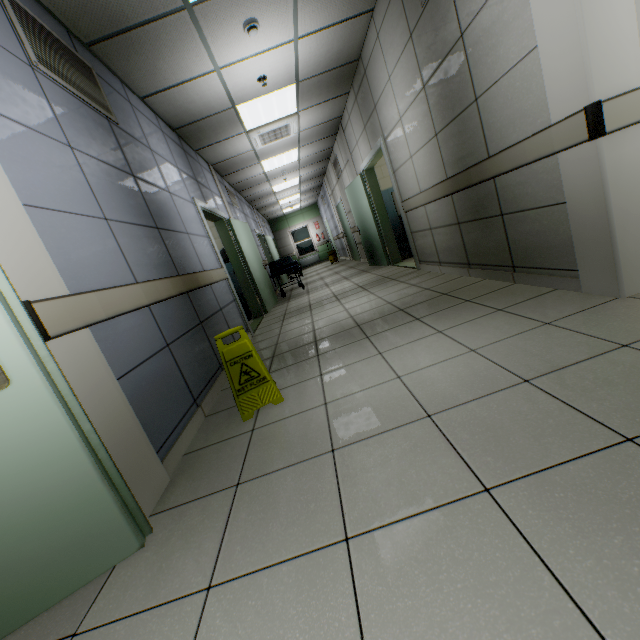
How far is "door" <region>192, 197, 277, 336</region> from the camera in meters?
4.9 m

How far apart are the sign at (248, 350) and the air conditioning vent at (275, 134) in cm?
500

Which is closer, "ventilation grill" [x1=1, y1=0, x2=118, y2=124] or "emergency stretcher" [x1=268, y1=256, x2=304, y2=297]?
"ventilation grill" [x1=1, y1=0, x2=118, y2=124]

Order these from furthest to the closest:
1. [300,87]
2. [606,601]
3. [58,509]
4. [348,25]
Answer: [300,87] → [348,25] → [58,509] → [606,601]

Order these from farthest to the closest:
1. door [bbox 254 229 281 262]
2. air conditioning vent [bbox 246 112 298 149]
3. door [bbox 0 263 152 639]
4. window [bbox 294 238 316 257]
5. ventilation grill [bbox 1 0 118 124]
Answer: window [bbox 294 238 316 257] < door [bbox 254 229 281 262] < air conditioning vent [bbox 246 112 298 149] < ventilation grill [bbox 1 0 118 124] < door [bbox 0 263 152 639]

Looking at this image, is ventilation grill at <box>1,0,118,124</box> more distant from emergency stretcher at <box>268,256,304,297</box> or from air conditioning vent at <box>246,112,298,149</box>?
emergency stretcher at <box>268,256,304,297</box>

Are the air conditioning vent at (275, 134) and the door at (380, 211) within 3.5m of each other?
yes

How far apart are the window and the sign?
17.1m
